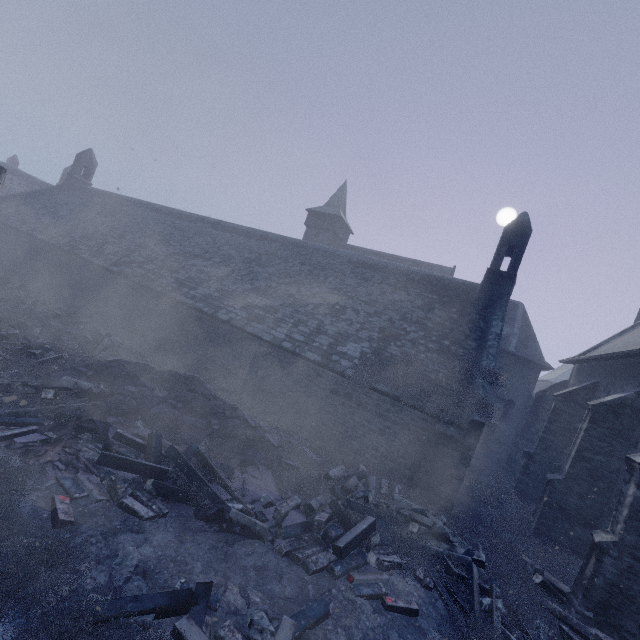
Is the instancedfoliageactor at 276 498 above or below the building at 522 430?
below

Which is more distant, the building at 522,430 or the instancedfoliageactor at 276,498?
the building at 522,430

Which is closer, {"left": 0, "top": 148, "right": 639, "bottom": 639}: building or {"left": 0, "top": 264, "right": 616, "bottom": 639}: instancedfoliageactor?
{"left": 0, "top": 264, "right": 616, "bottom": 639}: instancedfoliageactor

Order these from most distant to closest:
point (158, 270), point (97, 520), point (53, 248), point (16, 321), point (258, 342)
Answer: point (53, 248)
point (158, 270)
point (258, 342)
point (16, 321)
point (97, 520)

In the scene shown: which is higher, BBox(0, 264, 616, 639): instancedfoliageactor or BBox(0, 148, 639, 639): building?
BBox(0, 148, 639, 639): building
